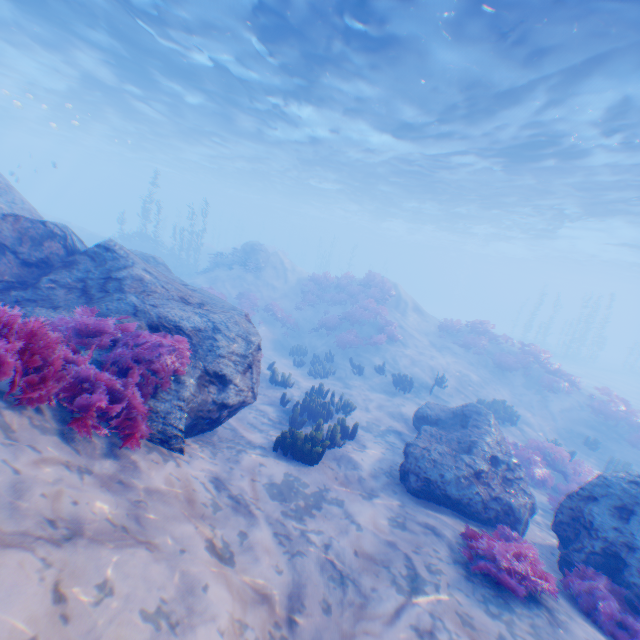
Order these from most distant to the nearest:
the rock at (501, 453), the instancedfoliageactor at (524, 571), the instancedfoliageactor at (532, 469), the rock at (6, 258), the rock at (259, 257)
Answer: the rock at (259, 257) → the instancedfoliageactor at (532, 469) → the rock at (501, 453) → the rock at (6, 258) → the instancedfoliageactor at (524, 571)

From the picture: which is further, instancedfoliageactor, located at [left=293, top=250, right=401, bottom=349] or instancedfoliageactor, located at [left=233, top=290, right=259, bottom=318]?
instancedfoliageactor, located at [left=233, top=290, right=259, bottom=318]

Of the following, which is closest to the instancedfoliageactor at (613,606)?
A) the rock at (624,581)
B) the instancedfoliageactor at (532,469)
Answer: the rock at (624,581)

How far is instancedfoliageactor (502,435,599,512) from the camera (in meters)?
10.16

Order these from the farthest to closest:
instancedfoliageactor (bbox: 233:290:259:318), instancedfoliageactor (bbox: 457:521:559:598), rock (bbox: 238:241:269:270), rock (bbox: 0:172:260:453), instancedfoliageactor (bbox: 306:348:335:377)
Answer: rock (bbox: 238:241:269:270) → instancedfoliageactor (bbox: 233:290:259:318) → instancedfoliageactor (bbox: 306:348:335:377) → rock (bbox: 0:172:260:453) → instancedfoliageactor (bbox: 457:521:559:598)

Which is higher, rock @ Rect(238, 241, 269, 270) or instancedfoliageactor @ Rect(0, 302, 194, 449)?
rock @ Rect(238, 241, 269, 270)

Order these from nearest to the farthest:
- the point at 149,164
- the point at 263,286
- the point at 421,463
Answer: the point at 421,463, the point at 263,286, the point at 149,164

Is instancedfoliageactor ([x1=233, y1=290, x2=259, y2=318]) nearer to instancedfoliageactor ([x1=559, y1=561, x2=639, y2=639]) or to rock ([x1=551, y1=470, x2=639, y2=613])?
instancedfoliageactor ([x1=559, y1=561, x2=639, y2=639])
